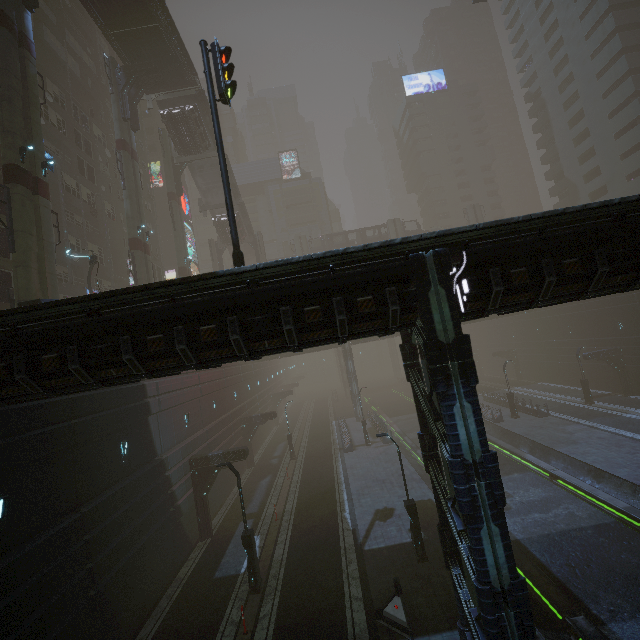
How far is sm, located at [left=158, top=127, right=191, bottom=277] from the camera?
36.3m

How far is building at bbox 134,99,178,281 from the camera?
41.7m

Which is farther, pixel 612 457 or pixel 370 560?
pixel 612 457

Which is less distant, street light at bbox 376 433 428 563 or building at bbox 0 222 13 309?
street light at bbox 376 433 428 563

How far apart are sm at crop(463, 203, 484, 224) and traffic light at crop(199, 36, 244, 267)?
51.7m

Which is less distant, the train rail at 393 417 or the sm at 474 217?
the train rail at 393 417

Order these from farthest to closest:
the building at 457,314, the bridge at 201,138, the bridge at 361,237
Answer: →
1. the bridge at 361,237
2. the bridge at 201,138
3. the building at 457,314

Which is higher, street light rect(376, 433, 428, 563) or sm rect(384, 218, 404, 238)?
sm rect(384, 218, 404, 238)
